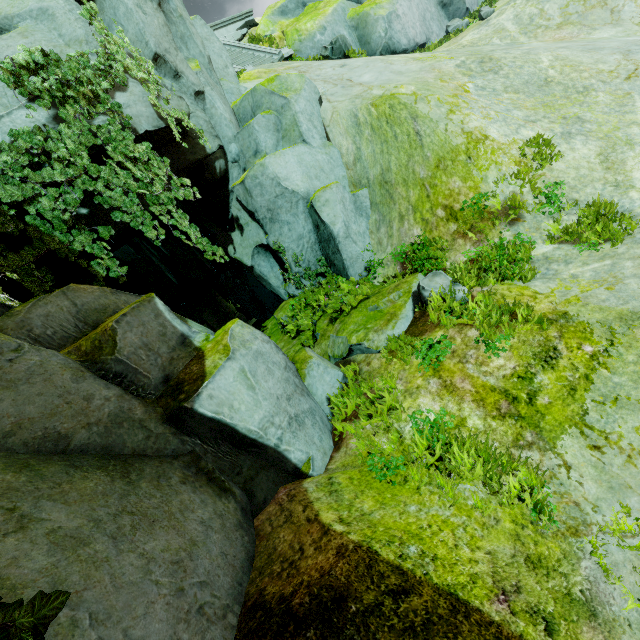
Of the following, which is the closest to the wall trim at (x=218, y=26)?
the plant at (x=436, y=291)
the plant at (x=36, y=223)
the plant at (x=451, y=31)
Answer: the plant at (x=451, y=31)

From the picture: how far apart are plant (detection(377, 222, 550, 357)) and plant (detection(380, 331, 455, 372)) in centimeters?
43cm

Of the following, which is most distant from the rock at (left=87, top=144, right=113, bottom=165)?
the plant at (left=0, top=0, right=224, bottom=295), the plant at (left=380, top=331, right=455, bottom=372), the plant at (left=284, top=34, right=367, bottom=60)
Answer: the plant at (left=284, top=34, right=367, bottom=60)

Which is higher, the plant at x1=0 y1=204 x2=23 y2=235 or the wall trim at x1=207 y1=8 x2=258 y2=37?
the wall trim at x1=207 y1=8 x2=258 y2=37

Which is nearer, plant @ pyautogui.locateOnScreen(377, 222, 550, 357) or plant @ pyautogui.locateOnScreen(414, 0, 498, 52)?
plant @ pyautogui.locateOnScreen(377, 222, 550, 357)

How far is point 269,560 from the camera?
2.9m

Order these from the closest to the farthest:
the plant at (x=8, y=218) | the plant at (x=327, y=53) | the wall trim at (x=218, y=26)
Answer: the plant at (x=8, y=218), the plant at (x=327, y=53), the wall trim at (x=218, y=26)

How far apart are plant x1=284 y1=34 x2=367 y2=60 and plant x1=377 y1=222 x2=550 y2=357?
13.0m
